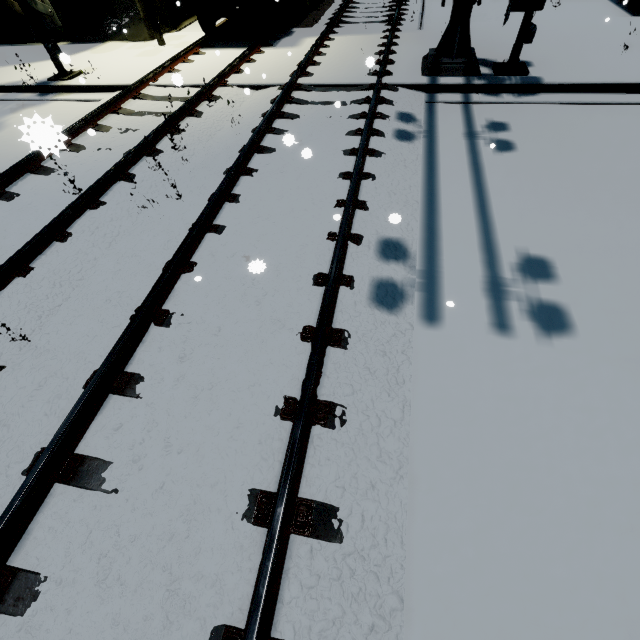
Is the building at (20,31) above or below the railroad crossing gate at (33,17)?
below

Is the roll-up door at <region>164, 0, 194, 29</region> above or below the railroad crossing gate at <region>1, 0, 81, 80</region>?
below

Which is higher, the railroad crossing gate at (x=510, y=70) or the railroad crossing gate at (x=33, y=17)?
the railroad crossing gate at (x=33, y=17)

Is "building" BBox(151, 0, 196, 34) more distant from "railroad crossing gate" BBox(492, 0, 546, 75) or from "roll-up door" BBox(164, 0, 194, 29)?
"railroad crossing gate" BBox(492, 0, 546, 75)

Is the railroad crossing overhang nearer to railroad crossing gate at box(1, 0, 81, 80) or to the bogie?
railroad crossing gate at box(1, 0, 81, 80)

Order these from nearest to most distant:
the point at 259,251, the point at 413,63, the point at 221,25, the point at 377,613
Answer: the point at 377,613 → the point at 259,251 → the point at 413,63 → the point at 221,25

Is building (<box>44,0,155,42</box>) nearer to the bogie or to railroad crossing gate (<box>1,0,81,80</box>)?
the bogie

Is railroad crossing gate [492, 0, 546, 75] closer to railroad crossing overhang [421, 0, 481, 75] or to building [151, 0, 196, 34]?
railroad crossing overhang [421, 0, 481, 75]
